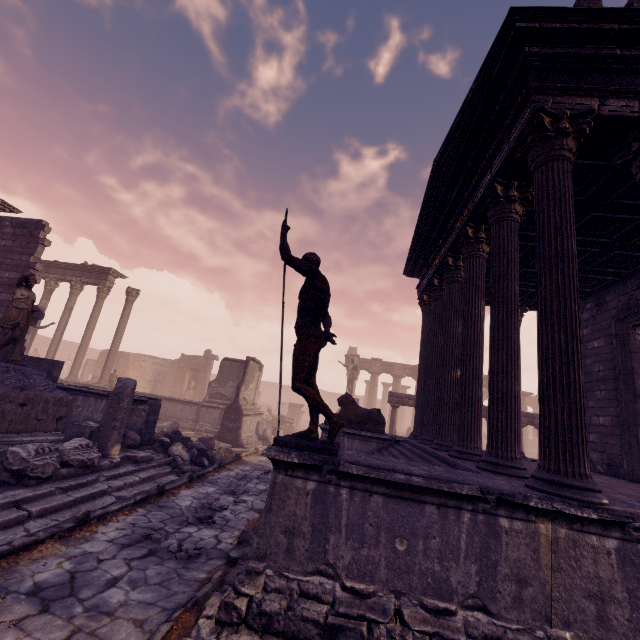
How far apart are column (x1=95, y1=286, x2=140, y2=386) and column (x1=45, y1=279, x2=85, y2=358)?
2.6 meters

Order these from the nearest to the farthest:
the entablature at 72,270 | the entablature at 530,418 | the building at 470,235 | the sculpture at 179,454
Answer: the building at 470,235 < the sculpture at 179,454 < the entablature at 530,418 < the entablature at 72,270

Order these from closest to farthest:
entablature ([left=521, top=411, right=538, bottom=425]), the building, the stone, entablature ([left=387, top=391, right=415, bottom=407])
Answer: the building
the stone
entablature ([left=521, top=411, right=538, bottom=425])
entablature ([left=387, top=391, right=415, bottom=407])

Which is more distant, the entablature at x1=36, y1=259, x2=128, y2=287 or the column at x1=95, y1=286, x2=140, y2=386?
the entablature at x1=36, y1=259, x2=128, y2=287

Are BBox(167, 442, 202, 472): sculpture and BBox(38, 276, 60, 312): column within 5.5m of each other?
no

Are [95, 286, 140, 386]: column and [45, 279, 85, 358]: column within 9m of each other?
yes

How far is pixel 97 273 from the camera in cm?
1873

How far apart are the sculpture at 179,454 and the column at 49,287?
15.1 meters
